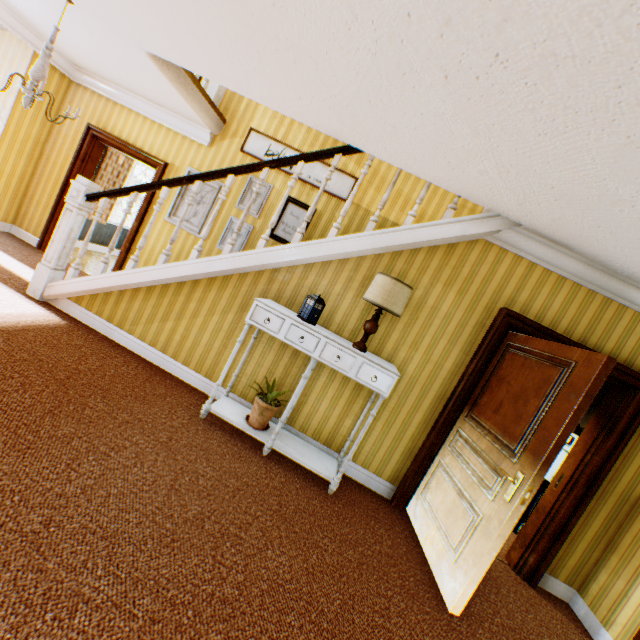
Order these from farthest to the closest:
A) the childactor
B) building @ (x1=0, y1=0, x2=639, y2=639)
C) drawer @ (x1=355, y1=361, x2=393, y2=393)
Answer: drawer @ (x1=355, y1=361, x2=393, y2=393) < the childactor < building @ (x1=0, y1=0, x2=639, y2=639)

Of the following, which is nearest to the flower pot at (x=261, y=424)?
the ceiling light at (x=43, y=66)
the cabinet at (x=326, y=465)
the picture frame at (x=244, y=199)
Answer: the cabinet at (x=326, y=465)

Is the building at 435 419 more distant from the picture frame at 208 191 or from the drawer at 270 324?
the drawer at 270 324

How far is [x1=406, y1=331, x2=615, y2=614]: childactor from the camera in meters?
2.4 m

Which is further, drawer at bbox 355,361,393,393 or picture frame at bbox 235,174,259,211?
picture frame at bbox 235,174,259,211

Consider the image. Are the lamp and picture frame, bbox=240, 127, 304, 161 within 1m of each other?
no

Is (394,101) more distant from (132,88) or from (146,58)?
(132,88)

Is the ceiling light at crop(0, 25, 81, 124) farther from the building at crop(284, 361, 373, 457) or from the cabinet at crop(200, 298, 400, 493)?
the cabinet at crop(200, 298, 400, 493)
